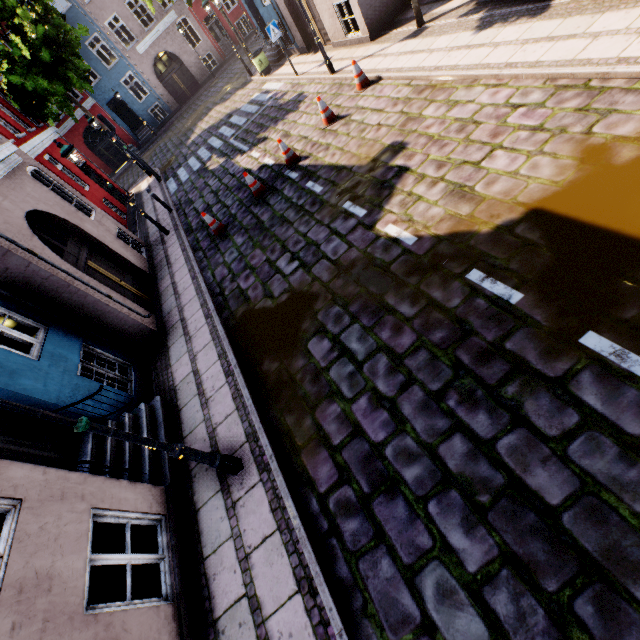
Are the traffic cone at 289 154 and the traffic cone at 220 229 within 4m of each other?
yes

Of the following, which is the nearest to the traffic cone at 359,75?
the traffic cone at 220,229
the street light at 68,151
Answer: the traffic cone at 220,229

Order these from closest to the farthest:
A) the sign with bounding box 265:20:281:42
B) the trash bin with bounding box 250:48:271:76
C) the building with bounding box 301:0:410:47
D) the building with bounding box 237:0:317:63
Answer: the building with bounding box 301:0:410:47
the sign with bounding box 265:20:281:42
the building with bounding box 237:0:317:63
the trash bin with bounding box 250:48:271:76

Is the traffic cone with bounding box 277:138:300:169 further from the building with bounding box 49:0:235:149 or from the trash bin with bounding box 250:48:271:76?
the trash bin with bounding box 250:48:271:76

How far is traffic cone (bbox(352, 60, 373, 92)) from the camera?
9.22m

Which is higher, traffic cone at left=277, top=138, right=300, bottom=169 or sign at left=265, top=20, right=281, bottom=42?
sign at left=265, top=20, right=281, bottom=42

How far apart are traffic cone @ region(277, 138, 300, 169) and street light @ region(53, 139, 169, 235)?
5.2 meters

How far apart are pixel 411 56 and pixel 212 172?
8.4 meters
